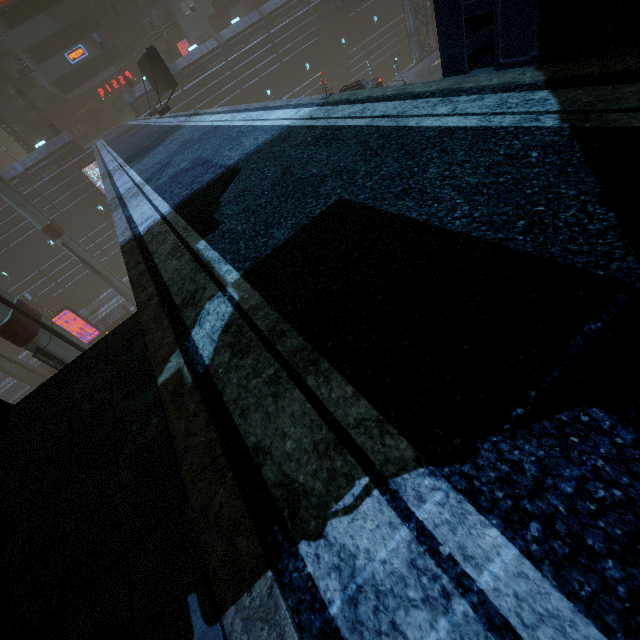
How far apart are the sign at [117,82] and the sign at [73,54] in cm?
370

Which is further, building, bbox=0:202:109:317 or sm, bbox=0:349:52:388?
building, bbox=0:202:109:317

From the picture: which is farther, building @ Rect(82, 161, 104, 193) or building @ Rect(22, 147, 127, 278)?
building @ Rect(82, 161, 104, 193)

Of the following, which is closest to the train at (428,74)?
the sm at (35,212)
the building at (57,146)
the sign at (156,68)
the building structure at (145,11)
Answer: the building at (57,146)

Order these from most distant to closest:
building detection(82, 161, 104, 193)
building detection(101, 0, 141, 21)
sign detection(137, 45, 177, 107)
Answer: building detection(101, 0, 141, 21) → building detection(82, 161, 104, 193) → sign detection(137, 45, 177, 107)

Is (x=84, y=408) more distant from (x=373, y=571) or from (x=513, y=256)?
(x=513, y=256)

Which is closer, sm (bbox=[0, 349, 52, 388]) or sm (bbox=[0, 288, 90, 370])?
sm (bbox=[0, 288, 90, 370])
